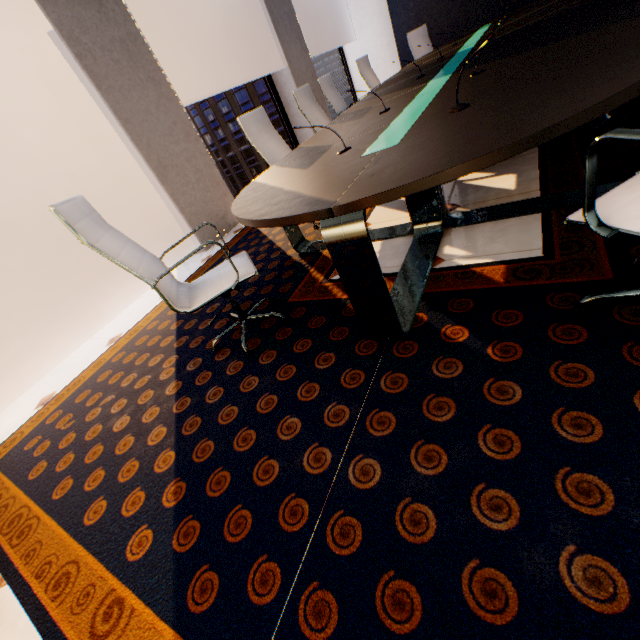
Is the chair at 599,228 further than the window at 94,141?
No

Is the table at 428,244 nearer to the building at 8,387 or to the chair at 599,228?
the chair at 599,228

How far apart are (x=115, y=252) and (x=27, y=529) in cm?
149

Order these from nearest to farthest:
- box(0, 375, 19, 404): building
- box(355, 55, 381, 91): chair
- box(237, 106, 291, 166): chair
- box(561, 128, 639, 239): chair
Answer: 1. box(561, 128, 639, 239): chair
2. box(237, 106, 291, 166): chair
3. box(355, 55, 381, 91): chair
4. box(0, 375, 19, 404): building

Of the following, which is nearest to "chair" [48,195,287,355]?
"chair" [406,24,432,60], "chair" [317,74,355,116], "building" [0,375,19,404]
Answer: "chair" [317,74,355,116]

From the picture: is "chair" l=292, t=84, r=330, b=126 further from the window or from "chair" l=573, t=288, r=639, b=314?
"chair" l=573, t=288, r=639, b=314

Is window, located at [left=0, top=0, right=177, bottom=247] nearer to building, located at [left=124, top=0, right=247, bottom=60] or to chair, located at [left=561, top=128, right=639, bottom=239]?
chair, located at [left=561, top=128, right=639, bottom=239]

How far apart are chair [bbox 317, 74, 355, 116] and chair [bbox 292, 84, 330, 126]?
0.58m
